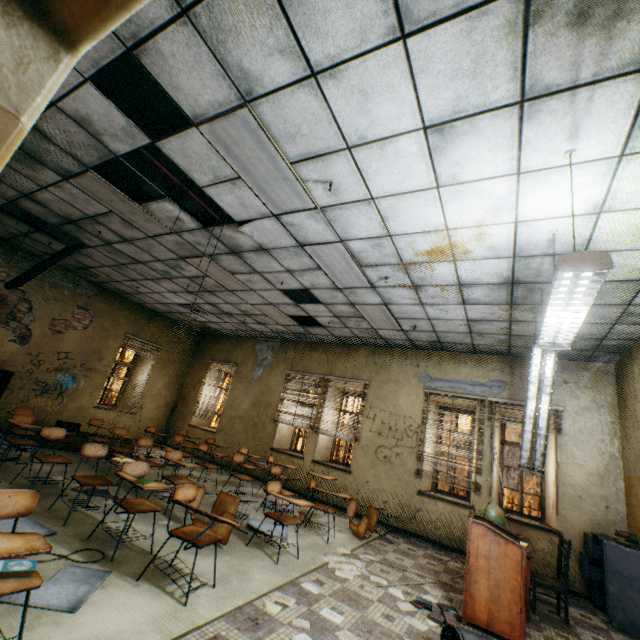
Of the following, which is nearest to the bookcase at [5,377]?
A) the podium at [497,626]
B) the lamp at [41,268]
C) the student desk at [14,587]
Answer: the lamp at [41,268]

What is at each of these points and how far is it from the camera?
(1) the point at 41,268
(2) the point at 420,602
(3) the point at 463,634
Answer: (1) lamp, 5.7 meters
(2) book, 3.6 meters
(3) trash can, 2.7 meters

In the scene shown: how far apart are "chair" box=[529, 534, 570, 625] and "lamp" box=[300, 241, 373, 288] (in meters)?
4.41

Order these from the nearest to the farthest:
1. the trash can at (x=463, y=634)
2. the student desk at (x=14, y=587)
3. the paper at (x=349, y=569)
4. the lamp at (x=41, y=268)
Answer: the student desk at (x=14, y=587), the trash can at (x=463, y=634), the paper at (x=349, y=569), the lamp at (x=41, y=268)

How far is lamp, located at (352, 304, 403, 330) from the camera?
6.1m

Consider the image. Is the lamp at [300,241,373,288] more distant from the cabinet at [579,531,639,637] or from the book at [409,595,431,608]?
the cabinet at [579,531,639,637]

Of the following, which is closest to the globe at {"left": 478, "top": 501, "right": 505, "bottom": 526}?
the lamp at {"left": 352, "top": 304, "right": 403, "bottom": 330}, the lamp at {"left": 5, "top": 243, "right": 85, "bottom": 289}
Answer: the lamp at {"left": 352, "top": 304, "right": 403, "bottom": 330}

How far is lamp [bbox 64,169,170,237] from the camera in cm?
427
